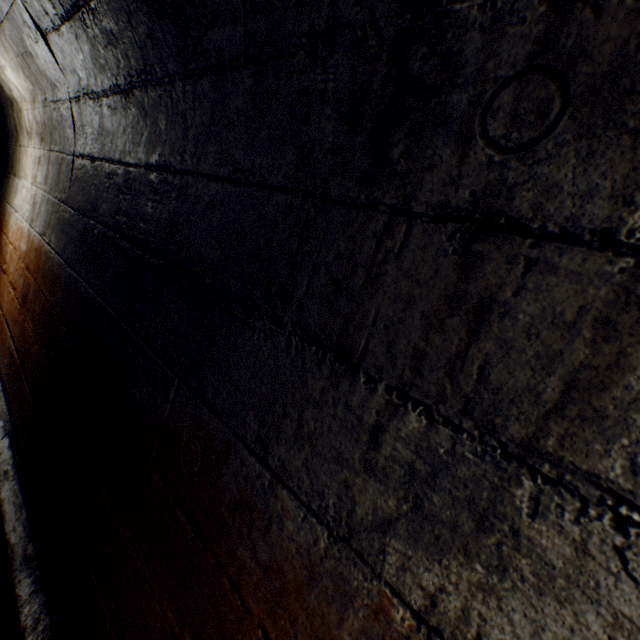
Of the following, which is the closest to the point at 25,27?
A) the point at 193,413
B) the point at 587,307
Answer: the point at 193,413
